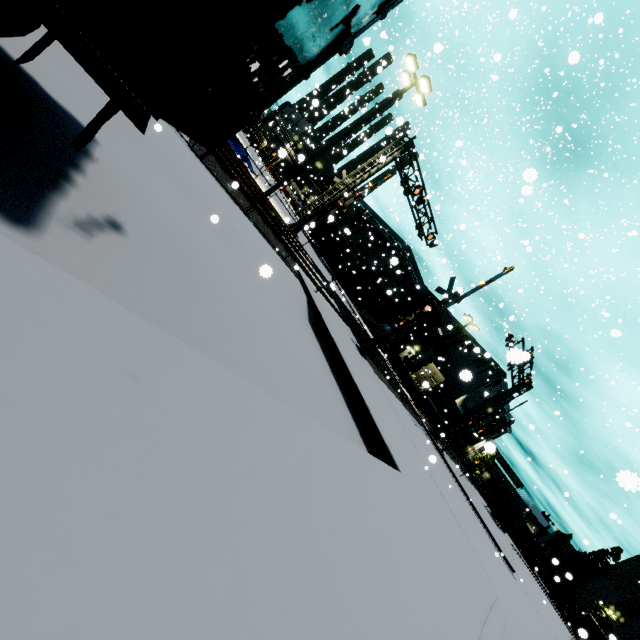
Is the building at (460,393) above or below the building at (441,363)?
above

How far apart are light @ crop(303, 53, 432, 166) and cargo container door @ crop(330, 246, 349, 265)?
22.3 meters

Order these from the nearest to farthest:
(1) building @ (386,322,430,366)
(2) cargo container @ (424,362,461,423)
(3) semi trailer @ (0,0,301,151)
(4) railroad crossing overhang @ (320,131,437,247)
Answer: (3) semi trailer @ (0,0,301,151), (4) railroad crossing overhang @ (320,131,437,247), (2) cargo container @ (424,362,461,423), (1) building @ (386,322,430,366)

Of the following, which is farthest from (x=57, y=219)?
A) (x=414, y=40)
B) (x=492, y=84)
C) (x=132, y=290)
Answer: (x=492, y=84)

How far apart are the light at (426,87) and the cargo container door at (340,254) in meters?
22.3

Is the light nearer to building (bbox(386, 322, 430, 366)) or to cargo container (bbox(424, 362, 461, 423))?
building (bbox(386, 322, 430, 366))

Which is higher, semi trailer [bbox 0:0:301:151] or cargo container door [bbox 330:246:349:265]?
cargo container door [bbox 330:246:349:265]

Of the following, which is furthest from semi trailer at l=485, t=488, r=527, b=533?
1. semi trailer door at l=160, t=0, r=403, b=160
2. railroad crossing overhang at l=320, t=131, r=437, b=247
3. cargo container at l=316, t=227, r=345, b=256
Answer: railroad crossing overhang at l=320, t=131, r=437, b=247
